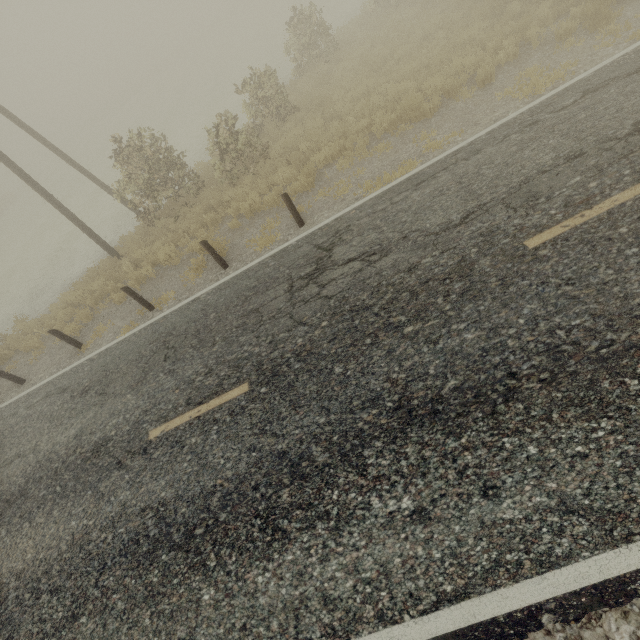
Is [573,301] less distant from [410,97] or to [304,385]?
[304,385]
